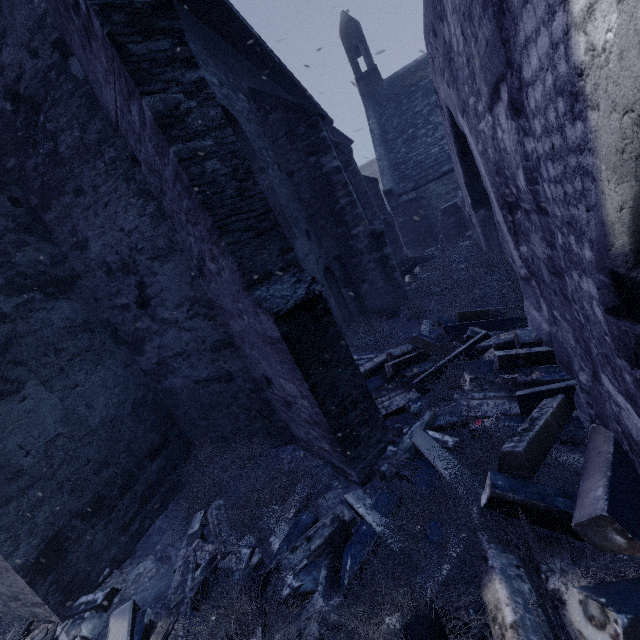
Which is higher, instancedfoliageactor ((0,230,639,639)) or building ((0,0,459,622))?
building ((0,0,459,622))

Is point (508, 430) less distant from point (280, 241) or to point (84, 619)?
point (280, 241)

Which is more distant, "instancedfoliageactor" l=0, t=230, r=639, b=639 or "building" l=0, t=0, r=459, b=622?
"building" l=0, t=0, r=459, b=622

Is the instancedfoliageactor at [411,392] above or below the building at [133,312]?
below

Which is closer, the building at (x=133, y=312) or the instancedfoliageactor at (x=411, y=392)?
the instancedfoliageactor at (x=411, y=392)
